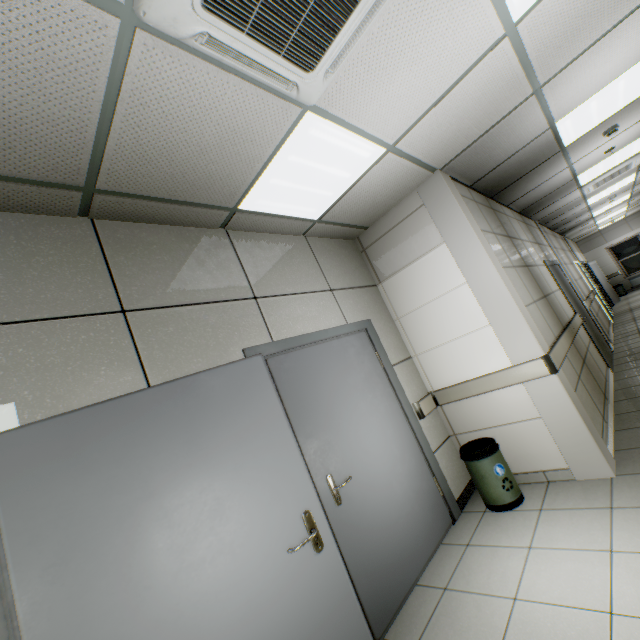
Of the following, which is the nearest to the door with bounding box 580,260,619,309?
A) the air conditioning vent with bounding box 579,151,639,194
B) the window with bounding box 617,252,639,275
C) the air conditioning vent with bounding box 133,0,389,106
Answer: the window with bounding box 617,252,639,275

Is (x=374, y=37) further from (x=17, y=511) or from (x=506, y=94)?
(x=17, y=511)

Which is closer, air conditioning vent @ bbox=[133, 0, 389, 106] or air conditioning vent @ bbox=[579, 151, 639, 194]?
air conditioning vent @ bbox=[133, 0, 389, 106]

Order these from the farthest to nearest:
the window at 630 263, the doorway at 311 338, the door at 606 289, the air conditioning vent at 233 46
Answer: the window at 630 263 < the door at 606 289 < the doorway at 311 338 < the air conditioning vent at 233 46

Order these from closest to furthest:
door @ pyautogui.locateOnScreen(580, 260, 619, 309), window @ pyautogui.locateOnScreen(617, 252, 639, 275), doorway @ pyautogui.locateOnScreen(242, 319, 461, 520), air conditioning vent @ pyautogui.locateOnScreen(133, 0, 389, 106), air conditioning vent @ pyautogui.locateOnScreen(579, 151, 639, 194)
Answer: air conditioning vent @ pyautogui.locateOnScreen(133, 0, 389, 106), doorway @ pyautogui.locateOnScreen(242, 319, 461, 520), air conditioning vent @ pyautogui.locateOnScreen(579, 151, 639, 194), door @ pyautogui.locateOnScreen(580, 260, 619, 309), window @ pyautogui.locateOnScreen(617, 252, 639, 275)

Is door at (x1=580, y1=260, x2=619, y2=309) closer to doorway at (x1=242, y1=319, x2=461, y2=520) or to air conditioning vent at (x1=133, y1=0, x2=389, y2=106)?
doorway at (x1=242, y1=319, x2=461, y2=520)

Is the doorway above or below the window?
above

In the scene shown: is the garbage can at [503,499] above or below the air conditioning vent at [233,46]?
below
